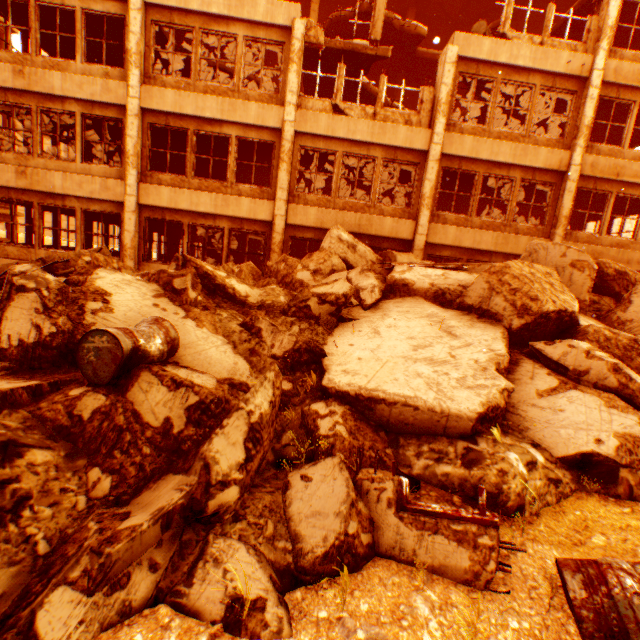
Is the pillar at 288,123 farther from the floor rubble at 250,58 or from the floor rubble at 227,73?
the floor rubble at 250,58

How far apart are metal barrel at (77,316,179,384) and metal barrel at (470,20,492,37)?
14.0 meters

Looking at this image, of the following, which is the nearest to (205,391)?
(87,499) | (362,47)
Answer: (87,499)

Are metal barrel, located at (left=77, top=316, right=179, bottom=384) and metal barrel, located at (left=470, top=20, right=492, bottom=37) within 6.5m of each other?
no

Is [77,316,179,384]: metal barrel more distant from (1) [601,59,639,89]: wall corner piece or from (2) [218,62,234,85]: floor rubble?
(1) [601,59,639,89]: wall corner piece

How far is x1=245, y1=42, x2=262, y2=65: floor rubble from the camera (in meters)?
16.42

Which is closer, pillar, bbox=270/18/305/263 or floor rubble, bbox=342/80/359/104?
pillar, bbox=270/18/305/263

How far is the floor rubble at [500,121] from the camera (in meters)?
13.62
